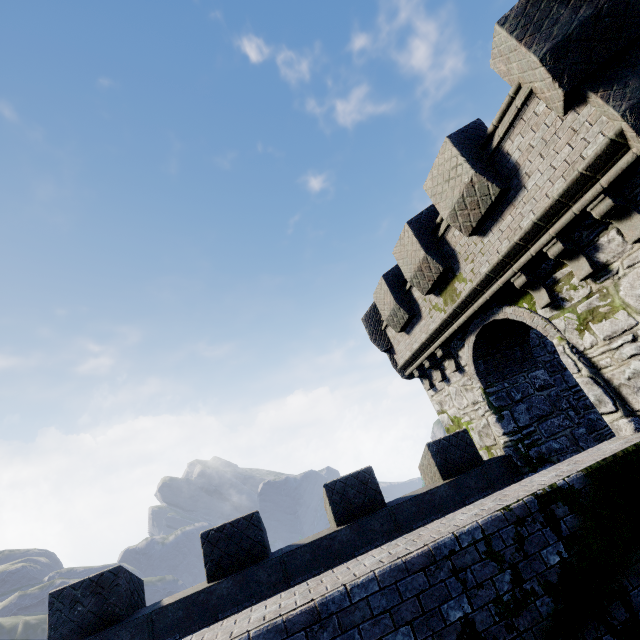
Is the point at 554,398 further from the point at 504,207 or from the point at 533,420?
the point at 504,207
